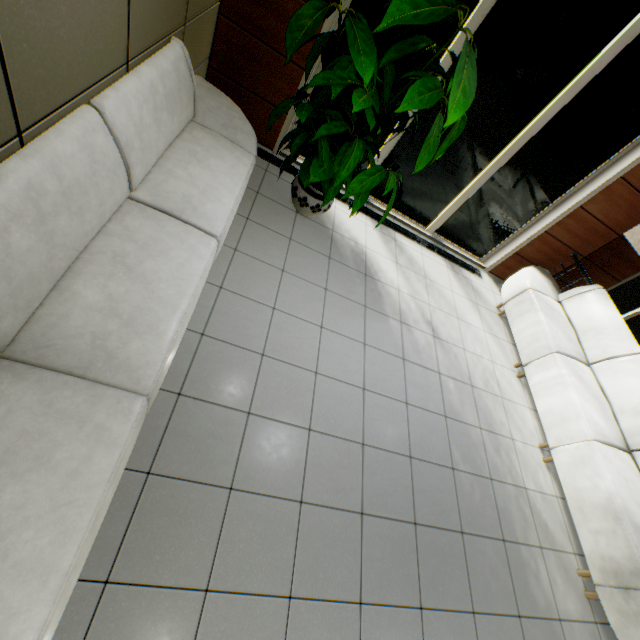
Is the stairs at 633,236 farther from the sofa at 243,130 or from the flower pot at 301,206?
the sofa at 243,130

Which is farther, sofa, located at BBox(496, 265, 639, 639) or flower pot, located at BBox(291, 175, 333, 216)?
flower pot, located at BBox(291, 175, 333, 216)

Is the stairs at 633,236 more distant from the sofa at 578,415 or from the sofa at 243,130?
the sofa at 243,130

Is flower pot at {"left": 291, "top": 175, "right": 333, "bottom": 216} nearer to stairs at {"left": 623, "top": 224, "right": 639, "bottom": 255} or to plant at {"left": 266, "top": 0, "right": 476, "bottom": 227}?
plant at {"left": 266, "top": 0, "right": 476, "bottom": 227}

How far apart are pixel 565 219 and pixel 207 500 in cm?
568

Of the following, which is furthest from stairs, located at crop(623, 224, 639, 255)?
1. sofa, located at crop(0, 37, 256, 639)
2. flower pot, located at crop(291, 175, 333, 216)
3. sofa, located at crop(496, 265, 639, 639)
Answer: sofa, located at crop(0, 37, 256, 639)

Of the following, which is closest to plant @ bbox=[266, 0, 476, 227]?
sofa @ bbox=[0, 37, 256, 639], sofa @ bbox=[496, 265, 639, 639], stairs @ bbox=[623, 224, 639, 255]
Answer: sofa @ bbox=[0, 37, 256, 639]

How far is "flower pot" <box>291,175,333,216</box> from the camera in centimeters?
355cm
